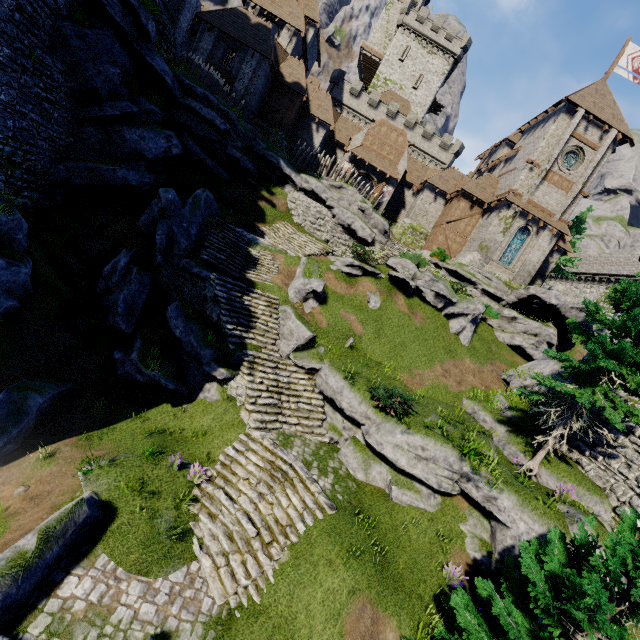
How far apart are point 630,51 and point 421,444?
41.5 meters

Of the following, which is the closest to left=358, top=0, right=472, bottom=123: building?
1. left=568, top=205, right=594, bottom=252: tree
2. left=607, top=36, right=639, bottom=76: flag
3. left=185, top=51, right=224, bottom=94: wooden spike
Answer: left=607, top=36, right=639, bottom=76: flag

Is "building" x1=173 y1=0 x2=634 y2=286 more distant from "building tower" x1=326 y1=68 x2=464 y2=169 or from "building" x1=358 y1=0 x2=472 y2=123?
"building" x1=358 y1=0 x2=472 y2=123

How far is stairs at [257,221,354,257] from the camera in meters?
22.0 m

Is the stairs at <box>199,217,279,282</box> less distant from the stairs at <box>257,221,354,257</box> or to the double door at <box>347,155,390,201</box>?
the stairs at <box>257,221,354,257</box>

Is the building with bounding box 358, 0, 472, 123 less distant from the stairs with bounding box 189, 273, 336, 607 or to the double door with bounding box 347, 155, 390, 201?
the double door with bounding box 347, 155, 390, 201

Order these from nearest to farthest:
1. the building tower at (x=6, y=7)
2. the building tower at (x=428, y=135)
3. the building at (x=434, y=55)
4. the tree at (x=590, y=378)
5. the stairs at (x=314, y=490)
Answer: the stairs at (x=314, y=490) < the tree at (x=590, y=378) < the building tower at (x=6, y=7) < the building tower at (x=428, y=135) < the building at (x=434, y=55)

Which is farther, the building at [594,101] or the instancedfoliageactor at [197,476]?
the building at [594,101]
